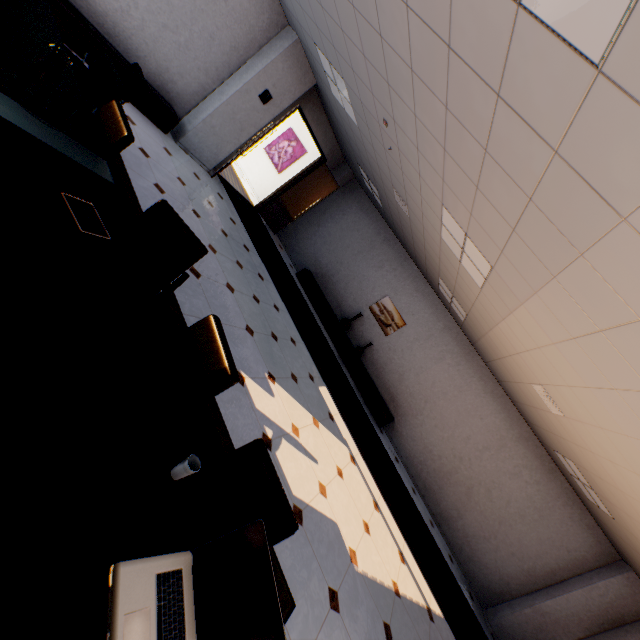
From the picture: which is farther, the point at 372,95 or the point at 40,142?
the point at 372,95

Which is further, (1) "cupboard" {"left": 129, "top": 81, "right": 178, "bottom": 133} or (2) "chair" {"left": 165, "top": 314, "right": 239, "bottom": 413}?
(1) "cupboard" {"left": 129, "top": 81, "right": 178, "bottom": 133}

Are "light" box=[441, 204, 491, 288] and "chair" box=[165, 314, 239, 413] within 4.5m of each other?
yes

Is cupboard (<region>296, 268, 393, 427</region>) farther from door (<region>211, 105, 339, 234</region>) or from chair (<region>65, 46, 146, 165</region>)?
chair (<region>65, 46, 146, 165</region>)

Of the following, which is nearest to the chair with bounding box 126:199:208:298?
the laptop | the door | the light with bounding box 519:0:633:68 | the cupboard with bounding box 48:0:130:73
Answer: the laptop

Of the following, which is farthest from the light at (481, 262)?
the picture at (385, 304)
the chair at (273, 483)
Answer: the picture at (385, 304)

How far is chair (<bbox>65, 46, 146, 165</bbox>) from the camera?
2.4m

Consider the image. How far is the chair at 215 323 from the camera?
1.82m
